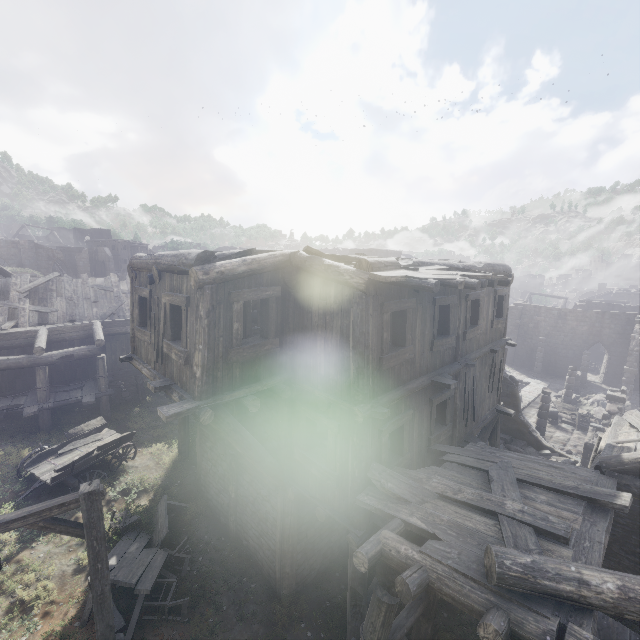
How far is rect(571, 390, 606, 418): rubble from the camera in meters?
23.4 m

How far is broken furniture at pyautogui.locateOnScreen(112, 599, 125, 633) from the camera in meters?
7.4 m

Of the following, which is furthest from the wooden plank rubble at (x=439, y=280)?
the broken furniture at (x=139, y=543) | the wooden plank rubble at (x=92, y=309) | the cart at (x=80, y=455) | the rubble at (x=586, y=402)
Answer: the rubble at (x=586, y=402)

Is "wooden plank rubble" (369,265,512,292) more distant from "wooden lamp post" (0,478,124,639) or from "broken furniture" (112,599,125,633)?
"broken furniture" (112,599,125,633)

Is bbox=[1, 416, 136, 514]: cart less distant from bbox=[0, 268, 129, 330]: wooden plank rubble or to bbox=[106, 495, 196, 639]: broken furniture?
bbox=[106, 495, 196, 639]: broken furniture

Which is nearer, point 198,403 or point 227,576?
point 198,403

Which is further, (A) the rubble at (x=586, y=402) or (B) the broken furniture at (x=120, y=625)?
(A) the rubble at (x=586, y=402)

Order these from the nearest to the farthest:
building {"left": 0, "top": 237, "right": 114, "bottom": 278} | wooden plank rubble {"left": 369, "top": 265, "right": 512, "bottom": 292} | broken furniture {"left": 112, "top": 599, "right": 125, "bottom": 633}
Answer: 1. wooden plank rubble {"left": 369, "top": 265, "right": 512, "bottom": 292}
2. broken furniture {"left": 112, "top": 599, "right": 125, "bottom": 633}
3. building {"left": 0, "top": 237, "right": 114, "bottom": 278}
